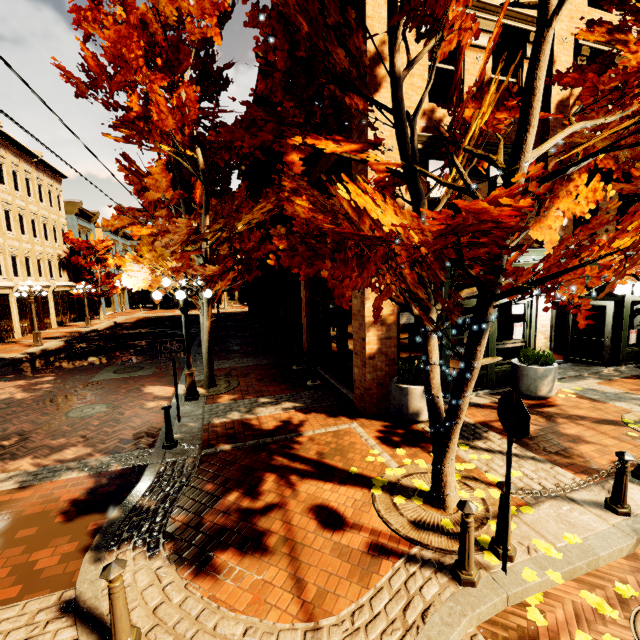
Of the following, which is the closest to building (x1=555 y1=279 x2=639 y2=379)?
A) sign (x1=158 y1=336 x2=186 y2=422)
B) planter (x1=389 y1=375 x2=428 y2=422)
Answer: planter (x1=389 y1=375 x2=428 y2=422)

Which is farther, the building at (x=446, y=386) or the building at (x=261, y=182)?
the building at (x=261, y=182)

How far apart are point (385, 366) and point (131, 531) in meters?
5.6 m

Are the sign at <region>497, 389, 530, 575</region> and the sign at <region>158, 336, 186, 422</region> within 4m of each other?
no

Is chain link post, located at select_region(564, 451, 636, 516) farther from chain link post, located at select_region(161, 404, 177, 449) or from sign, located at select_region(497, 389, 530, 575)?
chain link post, located at select_region(161, 404, 177, 449)

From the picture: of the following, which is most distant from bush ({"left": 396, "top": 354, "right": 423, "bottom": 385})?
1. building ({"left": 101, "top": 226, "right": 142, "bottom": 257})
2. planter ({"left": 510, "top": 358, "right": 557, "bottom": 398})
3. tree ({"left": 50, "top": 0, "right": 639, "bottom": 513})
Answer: building ({"left": 101, "top": 226, "right": 142, "bottom": 257})

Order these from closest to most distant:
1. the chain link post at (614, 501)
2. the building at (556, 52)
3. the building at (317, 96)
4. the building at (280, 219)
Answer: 1. the chain link post at (614, 501)
2. the building at (317, 96)
3. the building at (556, 52)
4. the building at (280, 219)

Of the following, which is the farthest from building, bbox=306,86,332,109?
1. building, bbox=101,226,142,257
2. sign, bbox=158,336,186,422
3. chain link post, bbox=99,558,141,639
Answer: chain link post, bbox=99,558,141,639
